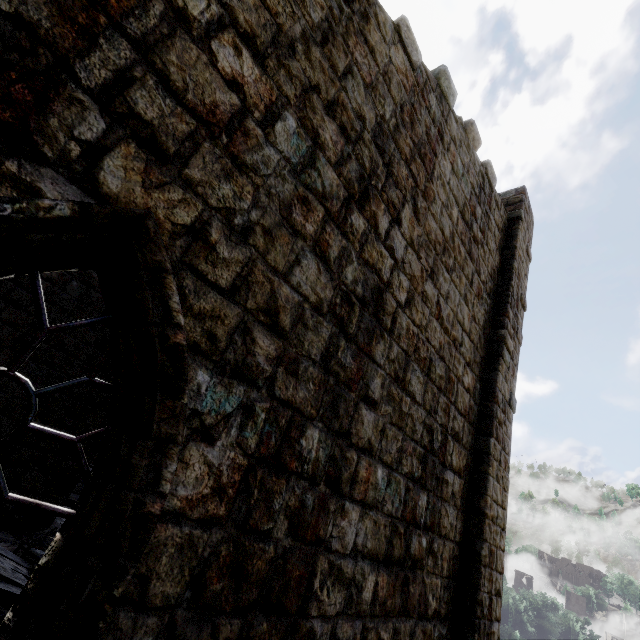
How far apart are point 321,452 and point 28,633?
2.07m
